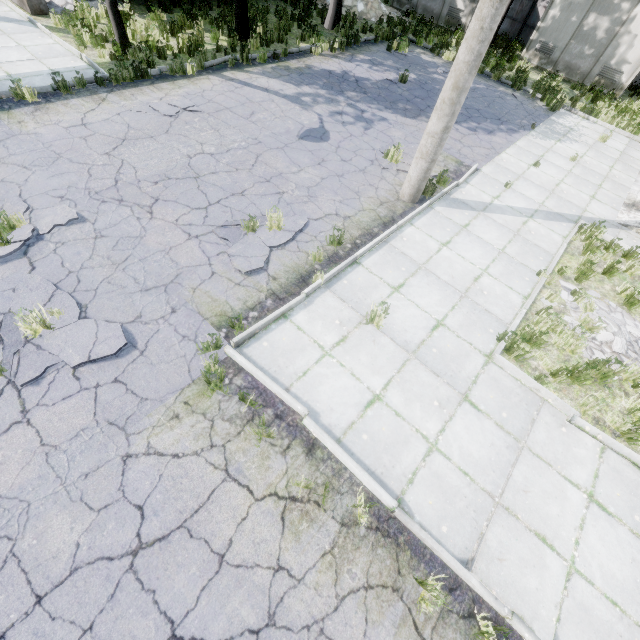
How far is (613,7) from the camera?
14.8m

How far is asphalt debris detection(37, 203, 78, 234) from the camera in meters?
5.6

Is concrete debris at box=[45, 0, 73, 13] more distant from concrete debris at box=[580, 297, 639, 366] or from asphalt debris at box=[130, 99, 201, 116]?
concrete debris at box=[580, 297, 639, 366]

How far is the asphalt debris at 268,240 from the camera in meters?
5.8 m

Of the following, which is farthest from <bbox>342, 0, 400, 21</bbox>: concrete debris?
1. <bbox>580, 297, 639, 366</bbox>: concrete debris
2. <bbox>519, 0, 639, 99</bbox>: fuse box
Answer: <bbox>580, 297, 639, 366</bbox>: concrete debris

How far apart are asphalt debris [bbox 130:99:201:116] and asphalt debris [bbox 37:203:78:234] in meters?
4.0 m

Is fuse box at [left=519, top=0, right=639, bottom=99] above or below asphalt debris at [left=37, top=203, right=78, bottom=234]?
above

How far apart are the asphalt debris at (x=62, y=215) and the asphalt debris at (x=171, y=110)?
3.99m
